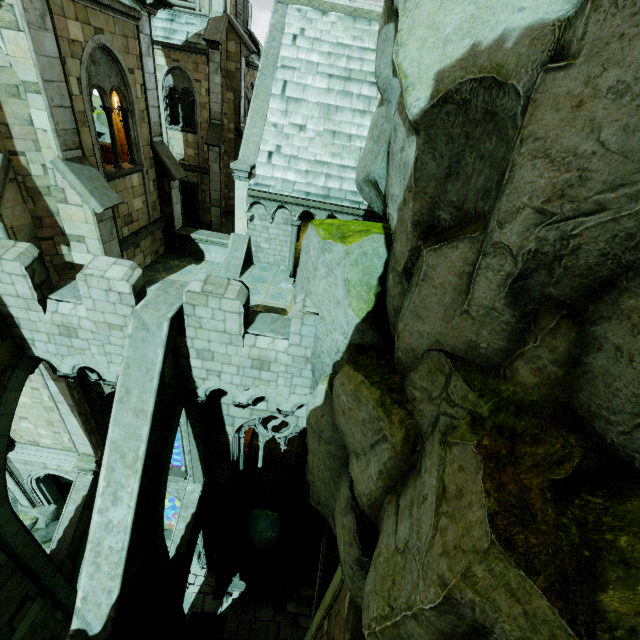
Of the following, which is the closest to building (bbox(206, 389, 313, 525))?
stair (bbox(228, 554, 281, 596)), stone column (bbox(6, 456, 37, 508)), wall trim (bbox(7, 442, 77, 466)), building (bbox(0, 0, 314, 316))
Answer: stair (bbox(228, 554, 281, 596))

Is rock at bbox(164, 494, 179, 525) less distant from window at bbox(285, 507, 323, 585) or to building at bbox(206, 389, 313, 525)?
building at bbox(206, 389, 313, 525)

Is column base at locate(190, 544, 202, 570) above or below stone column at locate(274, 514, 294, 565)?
below

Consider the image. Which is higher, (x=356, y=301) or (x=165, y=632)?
(x=356, y=301)

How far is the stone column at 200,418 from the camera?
10.26m

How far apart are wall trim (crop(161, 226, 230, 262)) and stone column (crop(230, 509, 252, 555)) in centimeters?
1141cm

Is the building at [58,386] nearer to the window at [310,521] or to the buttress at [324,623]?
the window at [310,521]

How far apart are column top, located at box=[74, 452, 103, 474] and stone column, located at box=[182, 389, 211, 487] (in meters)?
3.33
